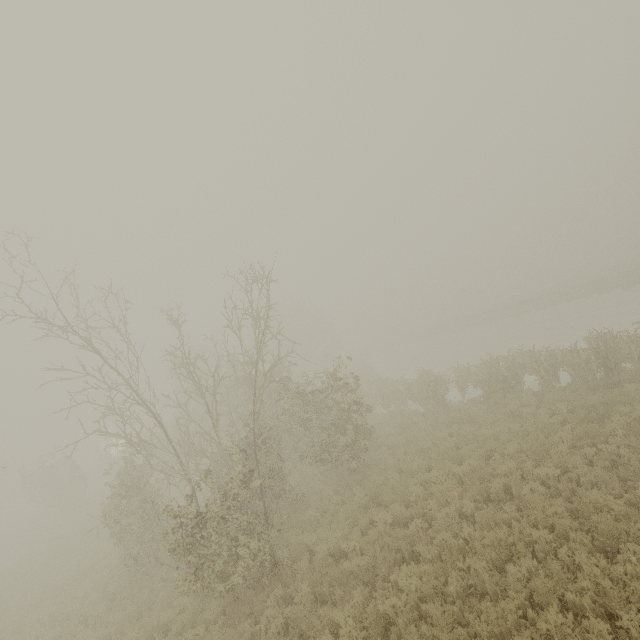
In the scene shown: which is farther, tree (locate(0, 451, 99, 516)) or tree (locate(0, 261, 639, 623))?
tree (locate(0, 451, 99, 516))

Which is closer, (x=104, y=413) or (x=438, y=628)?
(x=438, y=628)

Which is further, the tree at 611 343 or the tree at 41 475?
the tree at 41 475
